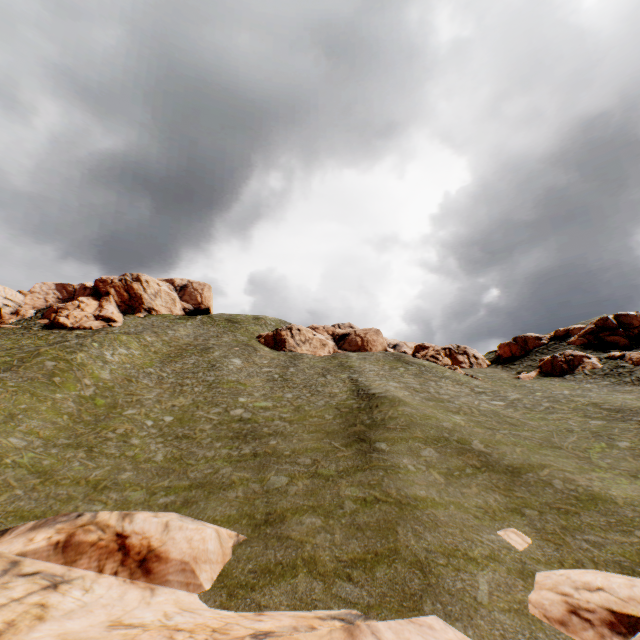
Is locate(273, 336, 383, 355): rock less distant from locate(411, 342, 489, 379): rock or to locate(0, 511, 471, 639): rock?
locate(411, 342, 489, 379): rock

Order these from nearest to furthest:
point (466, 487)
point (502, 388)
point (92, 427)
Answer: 1. point (466, 487)
2. point (92, 427)
3. point (502, 388)

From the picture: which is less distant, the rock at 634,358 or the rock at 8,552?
the rock at 8,552

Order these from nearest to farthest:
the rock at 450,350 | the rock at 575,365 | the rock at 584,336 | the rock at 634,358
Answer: the rock at 634,358 → the rock at 575,365 → the rock at 584,336 → the rock at 450,350

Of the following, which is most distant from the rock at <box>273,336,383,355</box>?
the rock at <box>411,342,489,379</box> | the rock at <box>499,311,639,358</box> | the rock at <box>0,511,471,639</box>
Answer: the rock at <box>0,511,471,639</box>

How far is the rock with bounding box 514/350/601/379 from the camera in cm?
4066

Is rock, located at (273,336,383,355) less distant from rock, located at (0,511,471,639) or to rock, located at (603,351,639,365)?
rock, located at (603,351,639,365)
